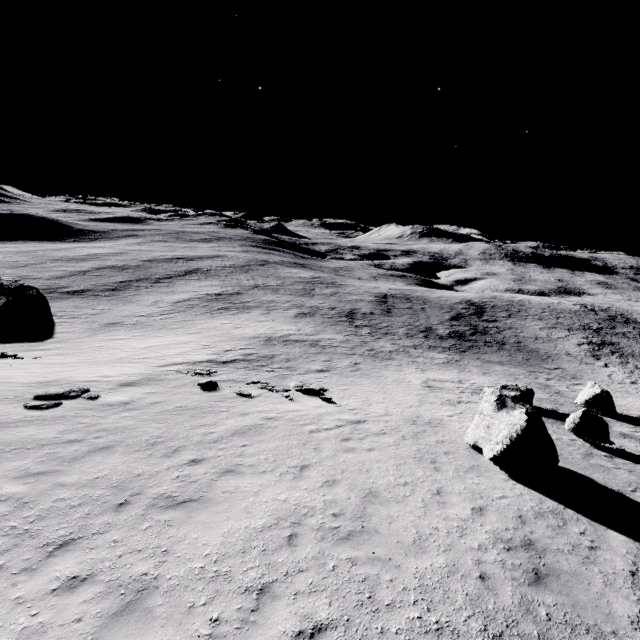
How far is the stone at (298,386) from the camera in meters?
18.4 m

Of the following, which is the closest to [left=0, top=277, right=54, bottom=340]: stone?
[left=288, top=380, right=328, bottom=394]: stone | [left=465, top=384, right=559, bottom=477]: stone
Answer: [left=288, top=380, right=328, bottom=394]: stone

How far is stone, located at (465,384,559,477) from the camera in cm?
1062

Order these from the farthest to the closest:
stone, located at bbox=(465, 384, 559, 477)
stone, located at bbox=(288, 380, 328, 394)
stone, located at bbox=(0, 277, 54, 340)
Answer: stone, located at bbox=(0, 277, 54, 340) < stone, located at bbox=(288, 380, 328, 394) < stone, located at bbox=(465, 384, 559, 477)

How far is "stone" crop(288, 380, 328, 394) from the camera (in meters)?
18.39

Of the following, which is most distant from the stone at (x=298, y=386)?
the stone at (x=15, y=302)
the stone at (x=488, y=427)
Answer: the stone at (x=15, y=302)

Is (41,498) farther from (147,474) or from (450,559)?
(450,559)

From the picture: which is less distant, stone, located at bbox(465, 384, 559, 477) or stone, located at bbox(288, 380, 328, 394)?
stone, located at bbox(465, 384, 559, 477)
